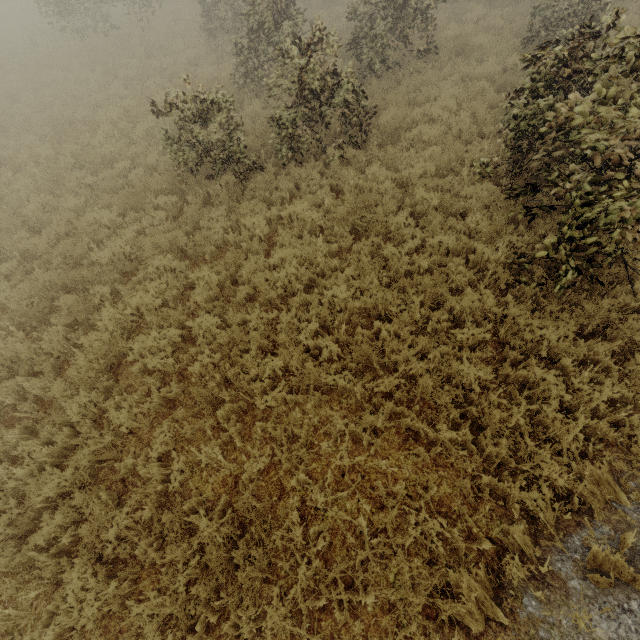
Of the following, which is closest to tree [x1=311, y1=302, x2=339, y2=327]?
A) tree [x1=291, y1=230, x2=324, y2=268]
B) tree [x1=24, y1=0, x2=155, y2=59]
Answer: tree [x1=24, y1=0, x2=155, y2=59]

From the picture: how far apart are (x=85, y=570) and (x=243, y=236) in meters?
6.1 m

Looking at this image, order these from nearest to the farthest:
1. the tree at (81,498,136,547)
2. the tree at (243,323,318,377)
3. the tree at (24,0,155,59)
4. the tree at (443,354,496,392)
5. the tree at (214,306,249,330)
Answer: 1. the tree at (81,498,136,547)
2. the tree at (443,354,496,392)
3. the tree at (243,323,318,377)
4. the tree at (214,306,249,330)
5. the tree at (24,0,155,59)

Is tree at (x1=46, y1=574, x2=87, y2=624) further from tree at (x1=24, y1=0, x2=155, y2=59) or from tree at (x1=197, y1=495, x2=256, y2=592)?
tree at (x1=197, y1=495, x2=256, y2=592)

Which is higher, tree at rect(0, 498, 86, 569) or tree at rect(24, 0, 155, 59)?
tree at rect(24, 0, 155, 59)

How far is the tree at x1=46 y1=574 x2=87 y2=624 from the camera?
3.69m

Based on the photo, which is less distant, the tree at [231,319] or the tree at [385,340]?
the tree at [385,340]

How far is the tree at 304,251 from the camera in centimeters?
633cm
